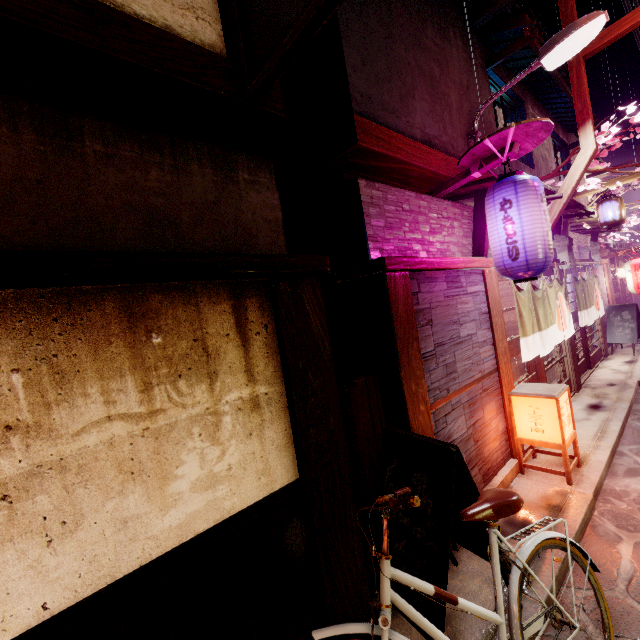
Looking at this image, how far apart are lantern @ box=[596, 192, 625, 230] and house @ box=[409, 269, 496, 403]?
9.6 meters

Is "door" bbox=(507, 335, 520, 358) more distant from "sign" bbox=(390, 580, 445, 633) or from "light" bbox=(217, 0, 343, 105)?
"sign" bbox=(390, 580, 445, 633)

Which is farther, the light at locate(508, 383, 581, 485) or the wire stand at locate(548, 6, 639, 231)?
the wire stand at locate(548, 6, 639, 231)

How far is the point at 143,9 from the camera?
3.60m

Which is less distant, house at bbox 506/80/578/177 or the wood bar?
the wood bar

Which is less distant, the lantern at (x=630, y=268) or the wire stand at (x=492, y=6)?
the wire stand at (x=492, y=6)

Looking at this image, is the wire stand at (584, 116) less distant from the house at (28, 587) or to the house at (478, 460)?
the house at (478, 460)

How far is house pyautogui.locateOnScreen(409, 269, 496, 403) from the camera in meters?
6.2
